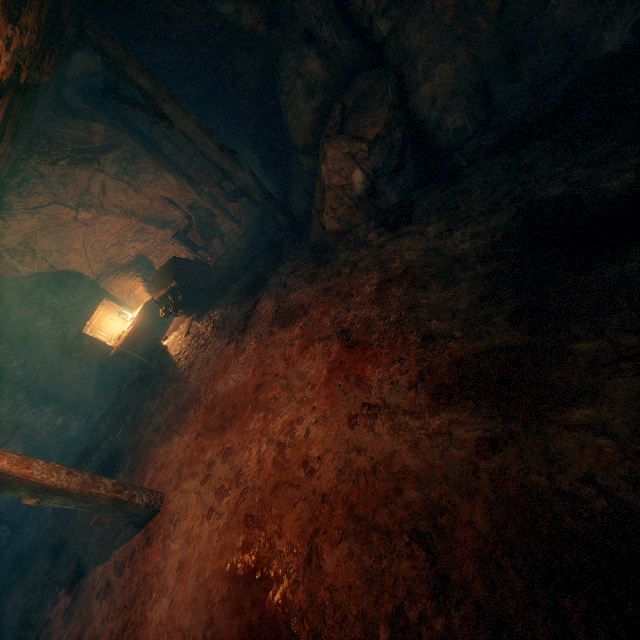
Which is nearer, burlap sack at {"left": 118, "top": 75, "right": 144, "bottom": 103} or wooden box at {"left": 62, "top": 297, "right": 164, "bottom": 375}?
burlap sack at {"left": 118, "top": 75, "right": 144, "bottom": 103}

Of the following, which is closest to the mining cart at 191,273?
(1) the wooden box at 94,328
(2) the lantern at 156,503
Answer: (1) the wooden box at 94,328

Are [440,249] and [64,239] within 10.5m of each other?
no

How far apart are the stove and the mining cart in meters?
1.7

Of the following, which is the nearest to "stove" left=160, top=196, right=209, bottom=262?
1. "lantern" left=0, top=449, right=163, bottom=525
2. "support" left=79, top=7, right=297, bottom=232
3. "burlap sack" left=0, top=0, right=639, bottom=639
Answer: "burlap sack" left=0, top=0, right=639, bottom=639

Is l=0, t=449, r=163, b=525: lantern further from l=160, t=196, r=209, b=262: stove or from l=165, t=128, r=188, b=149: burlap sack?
l=160, t=196, r=209, b=262: stove

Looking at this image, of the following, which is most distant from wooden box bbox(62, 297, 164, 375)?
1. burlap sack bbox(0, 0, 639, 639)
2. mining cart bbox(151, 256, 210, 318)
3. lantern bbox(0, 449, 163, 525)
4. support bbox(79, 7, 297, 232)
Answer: lantern bbox(0, 449, 163, 525)

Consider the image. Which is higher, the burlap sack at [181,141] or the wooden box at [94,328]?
the burlap sack at [181,141]
